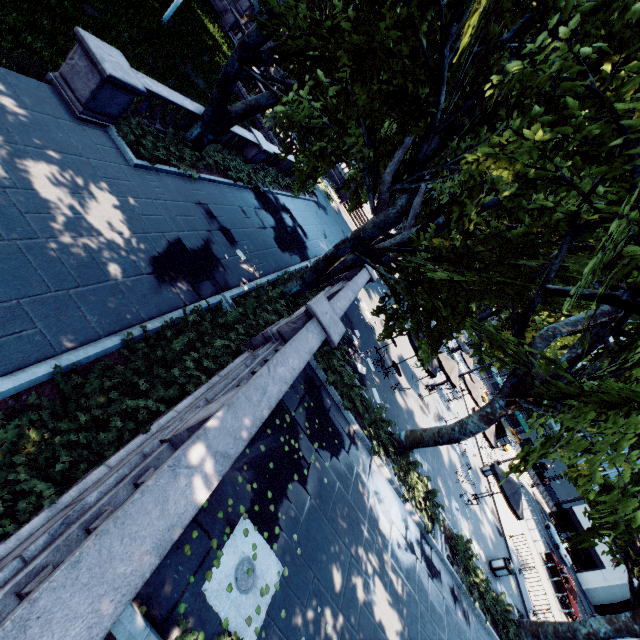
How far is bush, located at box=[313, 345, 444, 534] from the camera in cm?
1128

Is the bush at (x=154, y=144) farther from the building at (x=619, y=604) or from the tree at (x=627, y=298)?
the building at (x=619, y=604)

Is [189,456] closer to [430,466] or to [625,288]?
[625,288]

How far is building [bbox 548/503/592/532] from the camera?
49.94m

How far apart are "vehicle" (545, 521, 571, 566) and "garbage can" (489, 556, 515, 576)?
34.9 meters

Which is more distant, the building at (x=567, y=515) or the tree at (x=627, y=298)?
Result: the building at (x=567, y=515)

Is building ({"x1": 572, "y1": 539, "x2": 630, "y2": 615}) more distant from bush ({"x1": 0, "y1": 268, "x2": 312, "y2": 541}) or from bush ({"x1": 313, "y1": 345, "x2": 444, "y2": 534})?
bush ({"x1": 0, "y1": 268, "x2": 312, "y2": 541})

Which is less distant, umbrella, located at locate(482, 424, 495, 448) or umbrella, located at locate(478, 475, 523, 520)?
umbrella, located at locate(478, 475, 523, 520)
